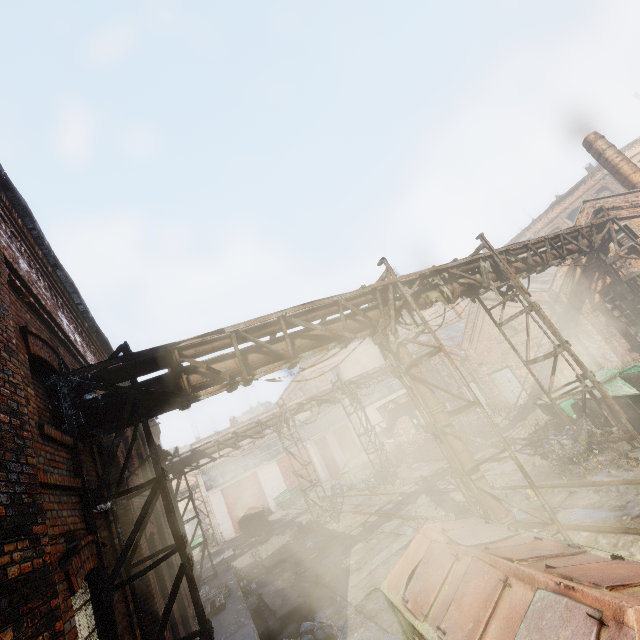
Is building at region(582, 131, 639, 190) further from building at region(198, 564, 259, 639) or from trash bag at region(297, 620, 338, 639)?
building at region(198, 564, 259, 639)

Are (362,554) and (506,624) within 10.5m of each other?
yes

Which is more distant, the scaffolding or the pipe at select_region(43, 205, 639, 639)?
the scaffolding

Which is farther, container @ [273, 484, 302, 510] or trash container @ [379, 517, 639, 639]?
container @ [273, 484, 302, 510]

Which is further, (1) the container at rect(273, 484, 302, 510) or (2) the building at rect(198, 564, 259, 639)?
(1) the container at rect(273, 484, 302, 510)

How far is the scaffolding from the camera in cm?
588

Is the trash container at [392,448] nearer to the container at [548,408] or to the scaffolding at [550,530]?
the container at [548,408]

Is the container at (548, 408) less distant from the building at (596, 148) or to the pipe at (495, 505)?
the pipe at (495, 505)
